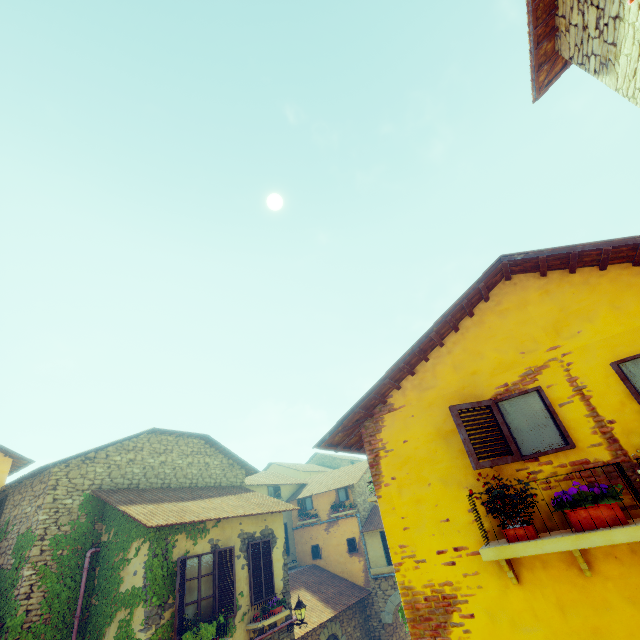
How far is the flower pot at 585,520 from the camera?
2.82m

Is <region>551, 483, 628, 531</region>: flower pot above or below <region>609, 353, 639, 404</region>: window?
below

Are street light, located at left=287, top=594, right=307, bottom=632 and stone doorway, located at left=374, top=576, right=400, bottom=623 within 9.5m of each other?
yes

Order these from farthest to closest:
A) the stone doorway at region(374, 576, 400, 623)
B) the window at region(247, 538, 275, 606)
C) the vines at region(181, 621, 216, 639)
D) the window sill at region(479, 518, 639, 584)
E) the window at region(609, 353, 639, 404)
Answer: the stone doorway at region(374, 576, 400, 623) → the window at region(247, 538, 275, 606) → the vines at region(181, 621, 216, 639) → the window at region(609, 353, 639, 404) → the window sill at region(479, 518, 639, 584)

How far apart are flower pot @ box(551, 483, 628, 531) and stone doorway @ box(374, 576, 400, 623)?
15.9 meters

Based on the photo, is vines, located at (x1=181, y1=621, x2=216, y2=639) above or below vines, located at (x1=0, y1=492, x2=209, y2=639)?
below

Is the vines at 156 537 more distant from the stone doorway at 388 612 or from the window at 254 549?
the stone doorway at 388 612

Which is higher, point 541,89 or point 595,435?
point 541,89
